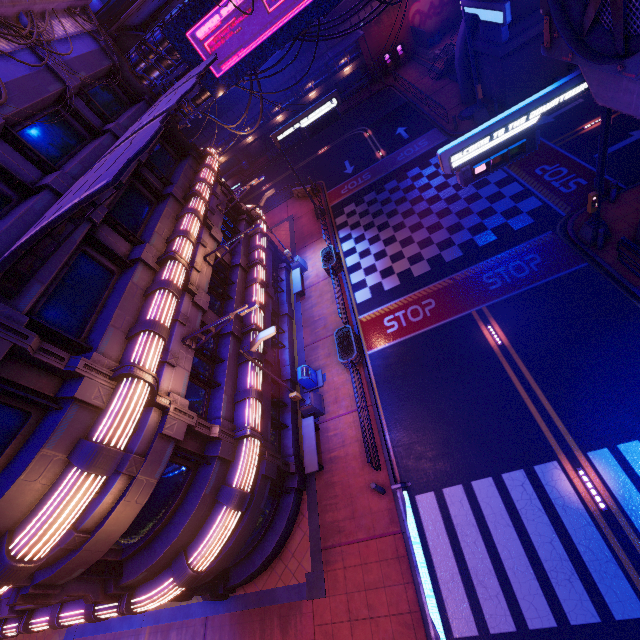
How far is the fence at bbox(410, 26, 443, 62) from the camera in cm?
3372

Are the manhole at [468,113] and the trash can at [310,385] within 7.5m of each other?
no

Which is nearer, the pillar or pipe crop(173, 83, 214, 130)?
the pillar

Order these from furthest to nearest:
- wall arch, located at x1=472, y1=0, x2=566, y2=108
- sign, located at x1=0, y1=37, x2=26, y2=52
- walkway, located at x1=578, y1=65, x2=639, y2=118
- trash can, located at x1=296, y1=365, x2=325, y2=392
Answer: Result: wall arch, located at x1=472, y1=0, x2=566, y2=108 → trash can, located at x1=296, y1=365, x2=325, y2=392 → sign, located at x1=0, y1=37, x2=26, y2=52 → walkway, located at x1=578, y1=65, x2=639, y2=118

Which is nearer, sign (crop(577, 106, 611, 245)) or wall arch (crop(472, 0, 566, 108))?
sign (crop(577, 106, 611, 245))

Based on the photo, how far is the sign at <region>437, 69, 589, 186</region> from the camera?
9.9 meters

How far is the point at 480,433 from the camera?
12.08m

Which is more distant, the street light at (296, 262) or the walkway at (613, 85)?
the street light at (296, 262)
